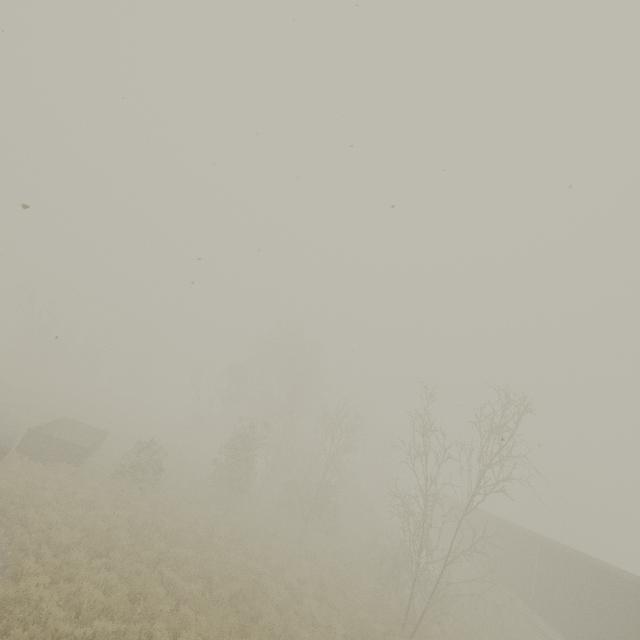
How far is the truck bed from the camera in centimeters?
1531cm

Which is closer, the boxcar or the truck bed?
the boxcar

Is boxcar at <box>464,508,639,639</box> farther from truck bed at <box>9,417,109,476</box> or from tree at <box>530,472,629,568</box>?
truck bed at <box>9,417,109,476</box>

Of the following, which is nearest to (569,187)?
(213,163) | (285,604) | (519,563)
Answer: (213,163)

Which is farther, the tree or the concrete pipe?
the tree

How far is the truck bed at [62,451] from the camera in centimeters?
1531cm

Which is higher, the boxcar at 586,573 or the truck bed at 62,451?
the boxcar at 586,573

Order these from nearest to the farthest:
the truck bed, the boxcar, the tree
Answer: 1. the boxcar
2. the truck bed
3. the tree
